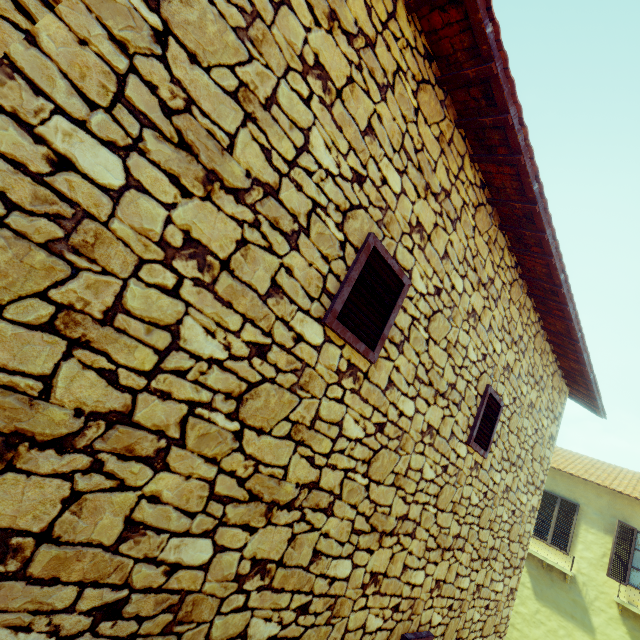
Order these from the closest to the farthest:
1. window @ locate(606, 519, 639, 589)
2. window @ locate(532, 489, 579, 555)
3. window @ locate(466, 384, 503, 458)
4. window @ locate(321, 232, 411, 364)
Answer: window @ locate(321, 232, 411, 364), window @ locate(466, 384, 503, 458), window @ locate(606, 519, 639, 589), window @ locate(532, 489, 579, 555)

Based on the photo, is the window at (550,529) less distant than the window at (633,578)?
No

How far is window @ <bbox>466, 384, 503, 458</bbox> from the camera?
3.46m

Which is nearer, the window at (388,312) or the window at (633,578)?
the window at (388,312)

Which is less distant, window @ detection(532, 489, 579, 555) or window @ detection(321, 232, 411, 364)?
window @ detection(321, 232, 411, 364)

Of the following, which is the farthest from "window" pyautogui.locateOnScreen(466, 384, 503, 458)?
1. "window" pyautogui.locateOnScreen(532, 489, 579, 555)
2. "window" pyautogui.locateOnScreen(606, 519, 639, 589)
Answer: "window" pyautogui.locateOnScreen(606, 519, 639, 589)

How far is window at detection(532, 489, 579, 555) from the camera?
10.7m

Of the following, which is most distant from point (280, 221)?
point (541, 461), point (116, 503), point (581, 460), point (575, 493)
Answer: point (581, 460)
